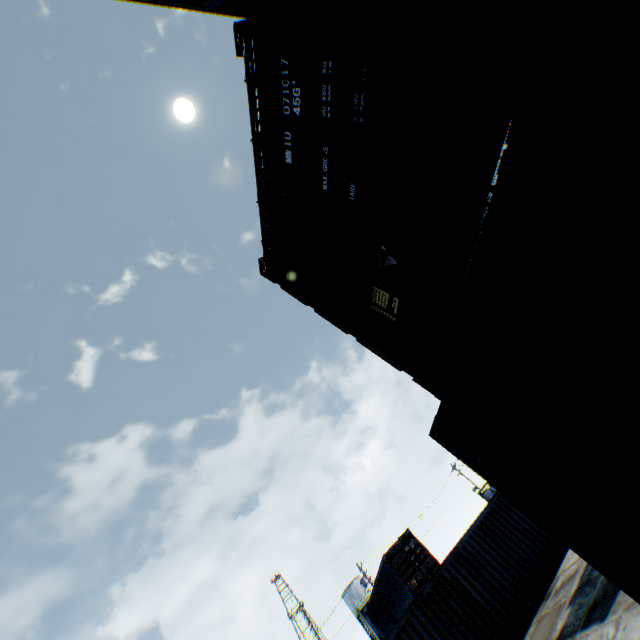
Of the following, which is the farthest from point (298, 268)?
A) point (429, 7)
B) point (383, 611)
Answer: point (383, 611)
